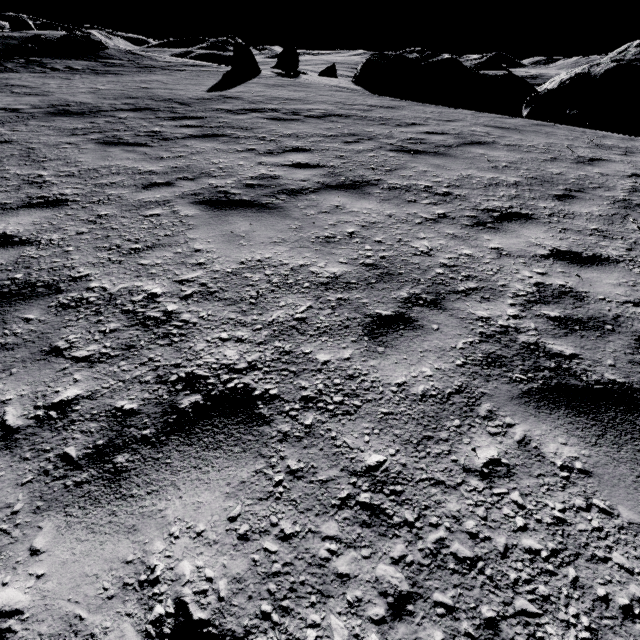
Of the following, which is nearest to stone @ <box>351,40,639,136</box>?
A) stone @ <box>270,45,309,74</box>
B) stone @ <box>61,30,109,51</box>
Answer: stone @ <box>270,45,309,74</box>

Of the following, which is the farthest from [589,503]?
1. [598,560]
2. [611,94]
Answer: [611,94]

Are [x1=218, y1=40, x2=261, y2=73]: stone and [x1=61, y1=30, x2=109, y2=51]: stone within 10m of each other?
no

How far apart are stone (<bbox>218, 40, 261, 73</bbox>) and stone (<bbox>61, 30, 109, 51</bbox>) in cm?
1122

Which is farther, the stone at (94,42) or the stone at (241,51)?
the stone at (94,42)

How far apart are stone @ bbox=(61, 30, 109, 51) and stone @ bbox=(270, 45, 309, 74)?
11.3 meters

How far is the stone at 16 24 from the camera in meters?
43.4 m

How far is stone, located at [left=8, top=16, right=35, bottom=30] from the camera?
43.4m
